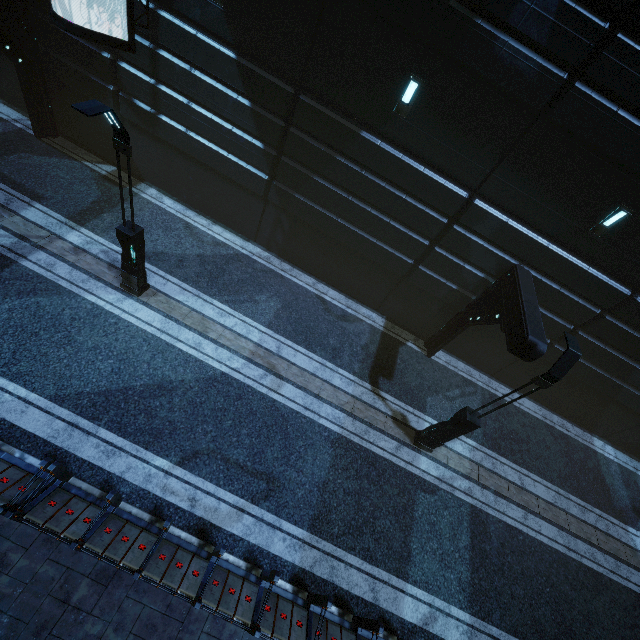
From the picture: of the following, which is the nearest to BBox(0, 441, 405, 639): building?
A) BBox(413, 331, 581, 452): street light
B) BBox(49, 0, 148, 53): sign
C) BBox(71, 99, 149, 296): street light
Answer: BBox(49, 0, 148, 53): sign

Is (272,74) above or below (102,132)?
above

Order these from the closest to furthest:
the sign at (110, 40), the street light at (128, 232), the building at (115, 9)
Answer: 1. the street light at (128, 232)
2. the sign at (110, 40)
3. the building at (115, 9)

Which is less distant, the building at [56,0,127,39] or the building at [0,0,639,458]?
the building at [0,0,639,458]

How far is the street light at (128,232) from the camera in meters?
5.8

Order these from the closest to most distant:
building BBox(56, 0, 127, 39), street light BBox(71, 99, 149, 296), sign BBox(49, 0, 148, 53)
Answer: street light BBox(71, 99, 149, 296)
sign BBox(49, 0, 148, 53)
building BBox(56, 0, 127, 39)

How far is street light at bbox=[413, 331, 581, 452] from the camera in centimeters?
719cm

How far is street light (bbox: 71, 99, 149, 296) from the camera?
5.8m
